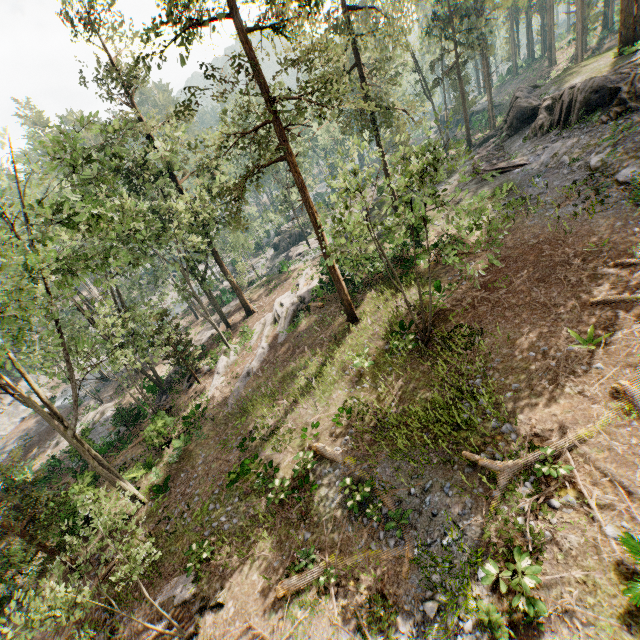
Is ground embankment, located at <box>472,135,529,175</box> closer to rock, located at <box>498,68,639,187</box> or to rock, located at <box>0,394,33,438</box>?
rock, located at <box>498,68,639,187</box>

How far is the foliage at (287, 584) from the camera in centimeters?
1084cm

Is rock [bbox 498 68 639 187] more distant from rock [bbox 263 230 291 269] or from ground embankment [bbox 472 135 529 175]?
rock [bbox 263 230 291 269]

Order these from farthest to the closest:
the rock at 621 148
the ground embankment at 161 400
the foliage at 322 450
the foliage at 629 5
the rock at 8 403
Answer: the rock at 8 403 < the ground embankment at 161 400 < the foliage at 629 5 < the rock at 621 148 < the foliage at 322 450

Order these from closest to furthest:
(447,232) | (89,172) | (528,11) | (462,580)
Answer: (462,580) < (89,172) < (447,232) < (528,11)

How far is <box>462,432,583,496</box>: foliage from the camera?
9.2 meters

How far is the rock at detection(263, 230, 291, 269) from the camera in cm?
4972

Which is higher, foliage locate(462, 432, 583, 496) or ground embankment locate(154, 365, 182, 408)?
foliage locate(462, 432, 583, 496)
